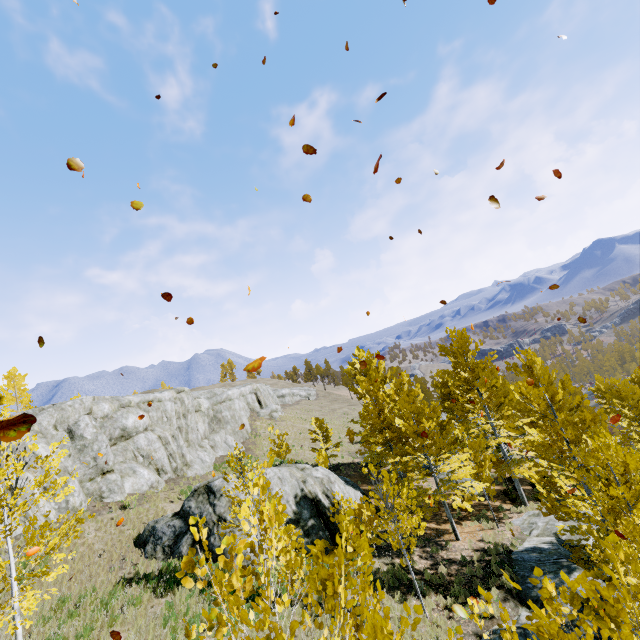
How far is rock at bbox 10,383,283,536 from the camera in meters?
16.8 m

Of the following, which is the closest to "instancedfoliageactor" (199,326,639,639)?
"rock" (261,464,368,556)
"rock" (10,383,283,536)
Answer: "rock" (10,383,283,536)

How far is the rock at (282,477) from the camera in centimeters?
1454cm

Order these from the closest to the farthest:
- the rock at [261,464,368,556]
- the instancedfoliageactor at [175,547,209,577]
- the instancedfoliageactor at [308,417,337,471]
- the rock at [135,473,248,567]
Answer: the instancedfoliageactor at [175,547,209,577]
the rock at [135,473,248,567]
the rock at [261,464,368,556]
the instancedfoliageactor at [308,417,337,471]

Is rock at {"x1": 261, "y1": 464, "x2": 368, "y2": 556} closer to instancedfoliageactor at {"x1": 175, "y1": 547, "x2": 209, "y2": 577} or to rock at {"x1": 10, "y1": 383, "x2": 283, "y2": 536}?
instancedfoliageactor at {"x1": 175, "y1": 547, "x2": 209, "y2": 577}

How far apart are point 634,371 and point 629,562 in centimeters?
3556cm

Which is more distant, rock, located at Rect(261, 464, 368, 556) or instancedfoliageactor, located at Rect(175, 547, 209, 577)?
rock, located at Rect(261, 464, 368, 556)
